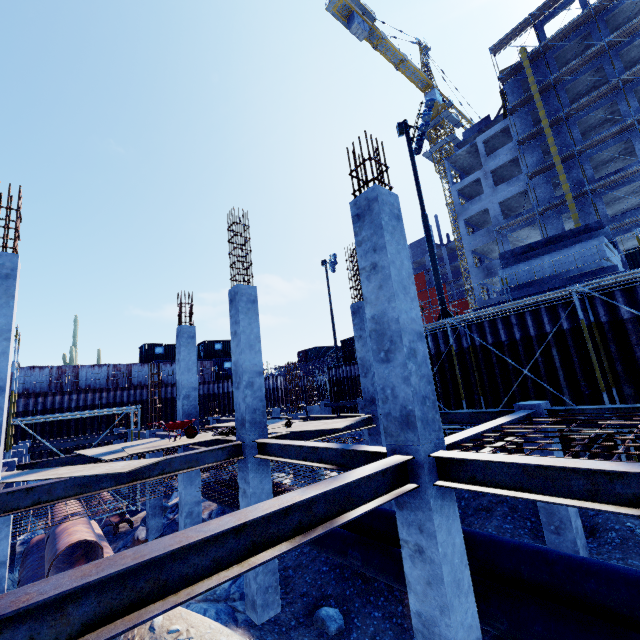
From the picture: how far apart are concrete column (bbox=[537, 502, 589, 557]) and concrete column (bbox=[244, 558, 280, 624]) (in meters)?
6.18

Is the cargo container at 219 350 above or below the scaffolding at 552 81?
below

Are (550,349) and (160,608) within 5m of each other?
no

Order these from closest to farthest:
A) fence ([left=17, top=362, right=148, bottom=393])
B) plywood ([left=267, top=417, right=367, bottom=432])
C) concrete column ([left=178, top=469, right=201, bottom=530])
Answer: plywood ([left=267, top=417, right=367, bottom=432])
concrete column ([left=178, top=469, right=201, bottom=530])
fence ([left=17, top=362, right=148, bottom=393])

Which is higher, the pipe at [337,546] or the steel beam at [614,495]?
the steel beam at [614,495]

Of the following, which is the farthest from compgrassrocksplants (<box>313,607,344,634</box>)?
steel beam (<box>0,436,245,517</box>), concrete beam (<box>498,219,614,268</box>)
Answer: concrete beam (<box>498,219,614,268</box>)

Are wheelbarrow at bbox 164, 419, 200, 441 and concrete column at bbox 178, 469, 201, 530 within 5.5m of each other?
yes

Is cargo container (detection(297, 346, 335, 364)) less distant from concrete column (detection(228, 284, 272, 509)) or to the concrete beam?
A: the concrete beam
